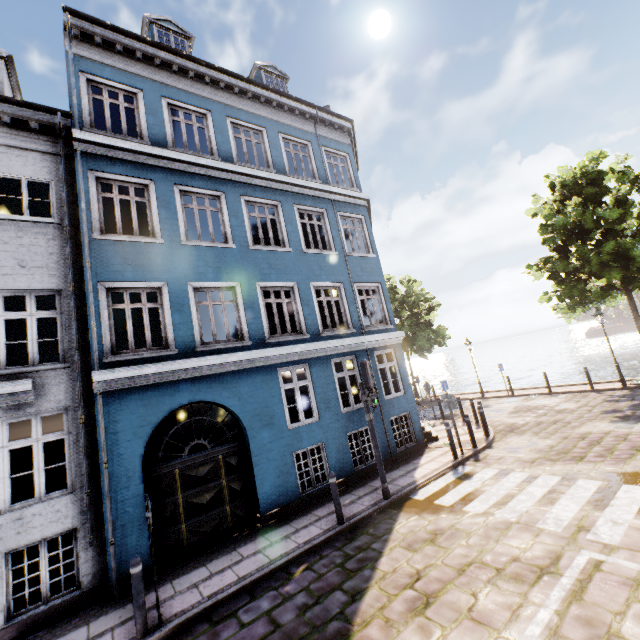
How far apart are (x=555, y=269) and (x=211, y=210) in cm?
1681

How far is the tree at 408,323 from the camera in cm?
2405

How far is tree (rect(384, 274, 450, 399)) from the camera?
24.0 meters

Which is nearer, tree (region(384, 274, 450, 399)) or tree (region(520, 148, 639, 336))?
tree (region(520, 148, 639, 336))

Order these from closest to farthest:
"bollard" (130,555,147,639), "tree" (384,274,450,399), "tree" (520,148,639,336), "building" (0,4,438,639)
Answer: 1. "bollard" (130,555,147,639)
2. "building" (0,4,438,639)
3. "tree" (520,148,639,336)
4. "tree" (384,274,450,399)

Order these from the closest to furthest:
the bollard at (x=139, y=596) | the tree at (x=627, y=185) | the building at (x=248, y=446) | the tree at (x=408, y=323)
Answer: the bollard at (x=139, y=596)
the building at (x=248, y=446)
the tree at (x=627, y=185)
the tree at (x=408, y=323)

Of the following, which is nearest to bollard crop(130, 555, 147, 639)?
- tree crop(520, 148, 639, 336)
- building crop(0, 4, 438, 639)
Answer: building crop(0, 4, 438, 639)
